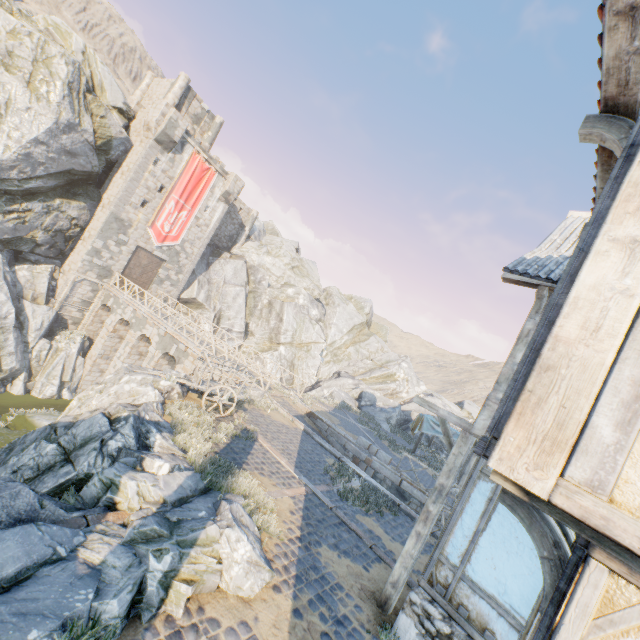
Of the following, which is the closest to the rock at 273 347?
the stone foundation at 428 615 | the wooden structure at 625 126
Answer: the stone foundation at 428 615

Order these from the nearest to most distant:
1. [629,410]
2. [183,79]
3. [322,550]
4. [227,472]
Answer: [629,410], [322,550], [227,472], [183,79]

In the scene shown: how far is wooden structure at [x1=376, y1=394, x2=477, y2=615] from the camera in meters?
6.4 m

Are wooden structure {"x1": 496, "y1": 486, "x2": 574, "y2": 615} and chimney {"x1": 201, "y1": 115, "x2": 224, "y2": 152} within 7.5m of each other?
no

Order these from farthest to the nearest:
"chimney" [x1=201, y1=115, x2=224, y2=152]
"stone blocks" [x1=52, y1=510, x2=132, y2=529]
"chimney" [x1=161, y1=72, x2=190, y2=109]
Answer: "chimney" [x1=201, y1=115, x2=224, y2=152] → "chimney" [x1=161, y1=72, x2=190, y2=109] → "stone blocks" [x1=52, y1=510, x2=132, y2=529]

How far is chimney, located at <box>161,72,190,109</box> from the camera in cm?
2911

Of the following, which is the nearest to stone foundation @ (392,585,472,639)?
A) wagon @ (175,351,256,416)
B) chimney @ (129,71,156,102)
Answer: wagon @ (175,351,256,416)

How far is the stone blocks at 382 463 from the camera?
15.7 meters
